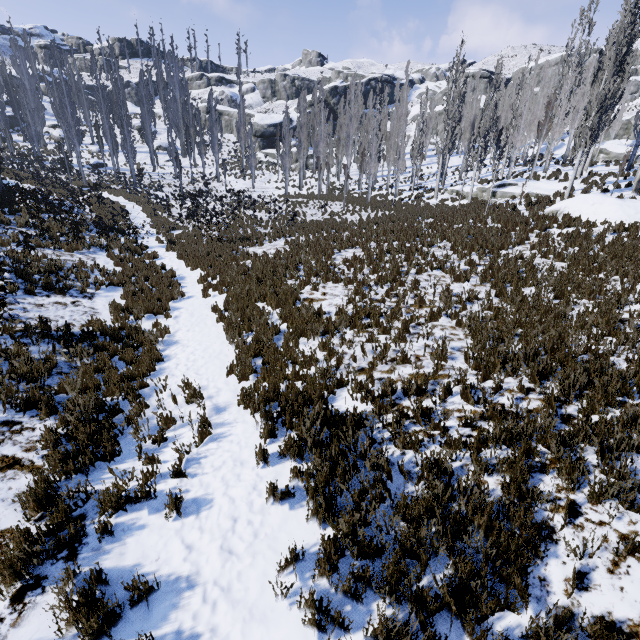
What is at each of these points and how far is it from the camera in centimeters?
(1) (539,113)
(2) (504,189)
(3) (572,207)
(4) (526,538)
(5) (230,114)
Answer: (1) instancedfoliageactor, 3425cm
(2) rock, 2184cm
(3) rock, 1384cm
(4) instancedfoliageactor, 322cm
(5) rock, 5578cm

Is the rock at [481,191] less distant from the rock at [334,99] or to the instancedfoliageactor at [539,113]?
the instancedfoliageactor at [539,113]

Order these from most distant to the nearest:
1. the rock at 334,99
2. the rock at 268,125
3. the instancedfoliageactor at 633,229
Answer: the rock at 334,99
the rock at 268,125
the instancedfoliageactor at 633,229

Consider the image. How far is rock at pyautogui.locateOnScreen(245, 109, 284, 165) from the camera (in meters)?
50.59

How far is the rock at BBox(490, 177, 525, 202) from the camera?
21.14m

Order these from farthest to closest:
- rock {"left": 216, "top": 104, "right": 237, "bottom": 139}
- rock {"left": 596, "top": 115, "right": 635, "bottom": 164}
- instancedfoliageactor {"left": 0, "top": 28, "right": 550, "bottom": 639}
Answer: rock {"left": 216, "top": 104, "right": 237, "bottom": 139}, rock {"left": 596, "top": 115, "right": 635, "bottom": 164}, instancedfoliageactor {"left": 0, "top": 28, "right": 550, "bottom": 639}

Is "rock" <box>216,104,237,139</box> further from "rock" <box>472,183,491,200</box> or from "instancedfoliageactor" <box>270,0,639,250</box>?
"rock" <box>472,183,491,200</box>
